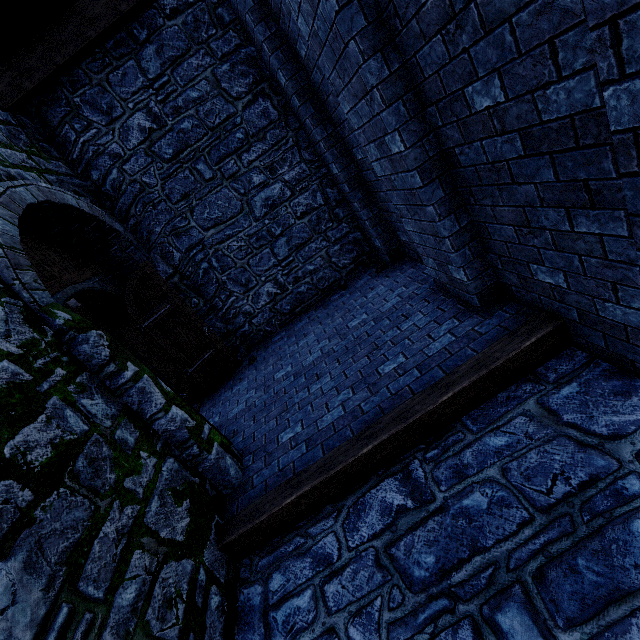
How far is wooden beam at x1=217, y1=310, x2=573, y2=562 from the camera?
2.9 meters

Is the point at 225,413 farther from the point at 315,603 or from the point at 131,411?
the point at 315,603

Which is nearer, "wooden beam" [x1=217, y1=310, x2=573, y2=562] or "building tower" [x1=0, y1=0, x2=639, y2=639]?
"building tower" [x1=0, y1=0, x2=639, y2=639]

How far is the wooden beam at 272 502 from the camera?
2.9m

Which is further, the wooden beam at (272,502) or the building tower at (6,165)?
the wooden beam at (272,502)
